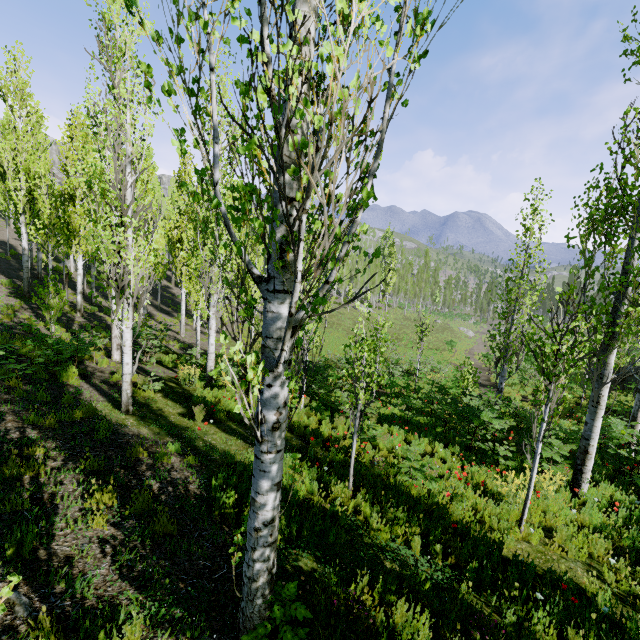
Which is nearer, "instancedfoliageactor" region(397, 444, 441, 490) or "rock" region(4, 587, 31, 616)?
"rock" region(4, 587, 31, 616)

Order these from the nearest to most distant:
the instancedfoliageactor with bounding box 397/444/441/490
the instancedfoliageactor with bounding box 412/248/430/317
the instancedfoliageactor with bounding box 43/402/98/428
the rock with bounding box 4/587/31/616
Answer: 1. the rock with bounding box 4/587/31/616
2. the instancedfoliageactor with bounding box 43/402/98/428
3. the instancedfoliageactor with bounding box 397/444/441/490
4. the instancedfoliageactor with bounding box 412/248/430/317

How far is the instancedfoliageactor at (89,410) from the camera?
6.1 meters

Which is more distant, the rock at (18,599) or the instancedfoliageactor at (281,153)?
the rock at (18,599)

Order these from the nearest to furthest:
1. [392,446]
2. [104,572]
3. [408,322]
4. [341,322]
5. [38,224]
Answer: [104,572] < [392,446] < [38,224] < [341,322] < [408,322]

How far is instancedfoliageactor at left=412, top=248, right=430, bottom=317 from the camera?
55.8m
